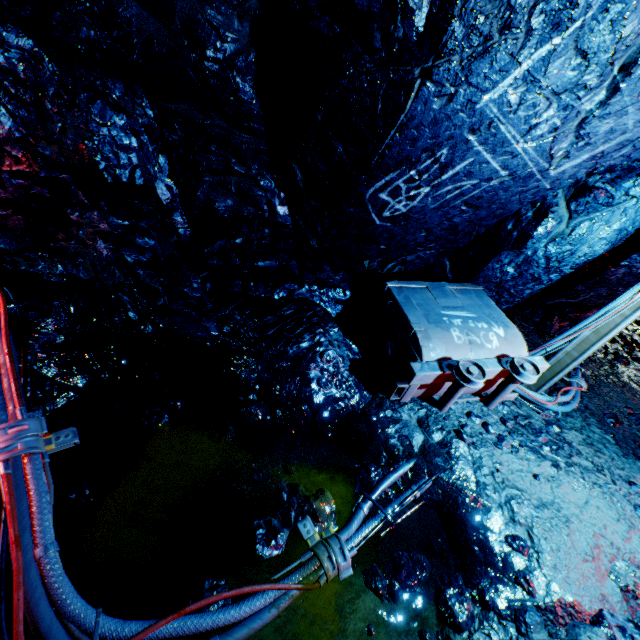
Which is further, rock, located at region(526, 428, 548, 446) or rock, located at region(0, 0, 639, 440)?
rock, located at region(526, 428, 548, 446)

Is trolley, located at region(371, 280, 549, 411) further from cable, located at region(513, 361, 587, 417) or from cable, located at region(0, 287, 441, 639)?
cable, located at region(0, 287, 441, 639)

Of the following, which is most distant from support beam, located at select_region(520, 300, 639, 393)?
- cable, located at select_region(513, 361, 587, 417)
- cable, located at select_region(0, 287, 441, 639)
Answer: cable, located at select_region(0, 287, 441, 639)

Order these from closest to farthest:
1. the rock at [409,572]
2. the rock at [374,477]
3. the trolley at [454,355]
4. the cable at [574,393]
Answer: the rock at [409,572] < the rock at [374,477] < the trolley at [454,355] < the cable at [574,393]

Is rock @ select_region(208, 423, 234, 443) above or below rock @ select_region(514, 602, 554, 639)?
below

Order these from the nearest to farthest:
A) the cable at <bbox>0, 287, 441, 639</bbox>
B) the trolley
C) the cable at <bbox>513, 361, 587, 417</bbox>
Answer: the cable at <bbox>0, 287, 441, 639</bbox>
the trolley
the cable at <bbox>513, 361, 587, 417</bbox>

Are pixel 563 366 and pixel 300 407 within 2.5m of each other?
no

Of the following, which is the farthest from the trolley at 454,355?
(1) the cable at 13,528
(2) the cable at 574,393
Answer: (1) the cable at 13,528
